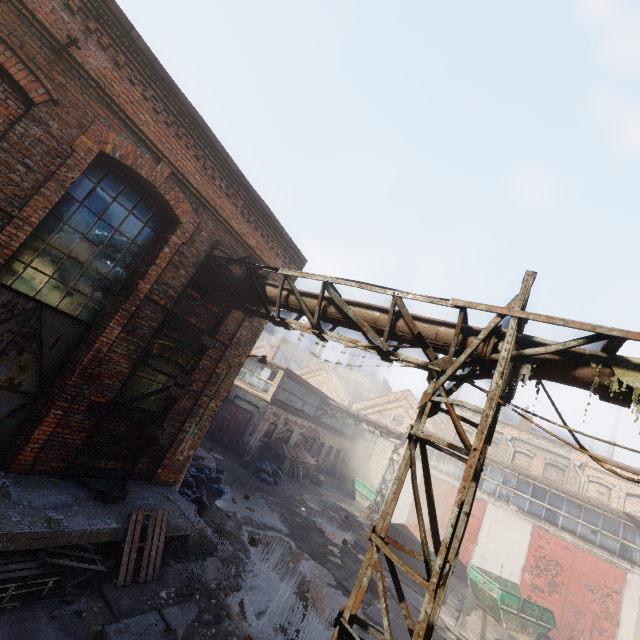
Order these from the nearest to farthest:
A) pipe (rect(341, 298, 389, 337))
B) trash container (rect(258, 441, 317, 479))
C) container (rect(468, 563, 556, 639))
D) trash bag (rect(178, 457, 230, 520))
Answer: pipe (rect(341, 298, 389, 337)), trash bag (rect(178, 457, 230, 520)), container (rect(468, 563, 556, 639)), trash container (rect(258, 441, 317, 479))

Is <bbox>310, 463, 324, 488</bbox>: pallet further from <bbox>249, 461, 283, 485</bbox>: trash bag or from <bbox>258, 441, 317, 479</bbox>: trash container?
<bbox>249, 461, 283, 485</bbox>: trash bag

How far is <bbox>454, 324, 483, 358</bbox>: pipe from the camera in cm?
455

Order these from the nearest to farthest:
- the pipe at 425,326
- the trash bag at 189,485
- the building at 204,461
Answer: the pipe at 425,326 < the trash bag at 189,485 < the building at 204,461

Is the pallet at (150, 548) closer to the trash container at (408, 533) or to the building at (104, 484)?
the building at (104, 484)

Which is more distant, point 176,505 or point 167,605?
point 176,505

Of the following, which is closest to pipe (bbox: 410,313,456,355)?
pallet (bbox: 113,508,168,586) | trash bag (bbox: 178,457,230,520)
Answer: pallet (bbox: 113,508,168,586)

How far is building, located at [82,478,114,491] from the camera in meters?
6.7
